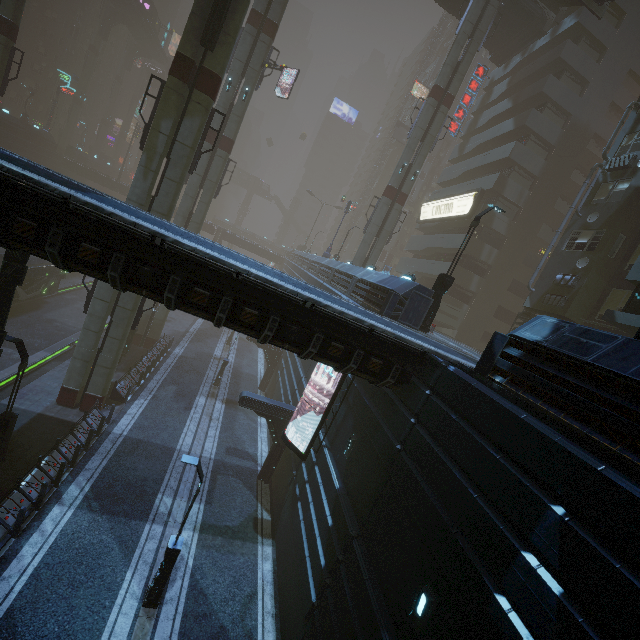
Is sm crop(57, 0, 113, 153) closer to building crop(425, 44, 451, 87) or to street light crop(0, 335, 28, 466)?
building crop(425, 44, 451, 87)

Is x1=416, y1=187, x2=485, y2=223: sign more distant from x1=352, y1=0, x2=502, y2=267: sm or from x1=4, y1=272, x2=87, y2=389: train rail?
x1=4, y1=272, x2=87, y2=389: train rail

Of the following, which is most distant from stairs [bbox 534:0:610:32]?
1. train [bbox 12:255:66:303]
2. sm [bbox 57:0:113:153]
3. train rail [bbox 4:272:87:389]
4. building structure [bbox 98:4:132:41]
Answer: sm [bbox 57:0:113:153]

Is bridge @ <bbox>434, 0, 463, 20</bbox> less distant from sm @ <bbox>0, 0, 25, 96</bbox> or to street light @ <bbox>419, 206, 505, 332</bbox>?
sm @ <bbox>0, 0, 25, 96</bbox>

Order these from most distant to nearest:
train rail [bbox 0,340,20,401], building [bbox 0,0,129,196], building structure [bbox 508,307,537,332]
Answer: building [bbox 0,0,129,196] < building structure [bbox 508,307,537,332] < train rail [bbox 0,340,20,401]

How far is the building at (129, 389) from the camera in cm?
2017

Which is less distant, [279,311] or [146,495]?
[279,311]

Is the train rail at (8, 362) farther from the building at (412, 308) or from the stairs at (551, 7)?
the stairs at (551, 7)
